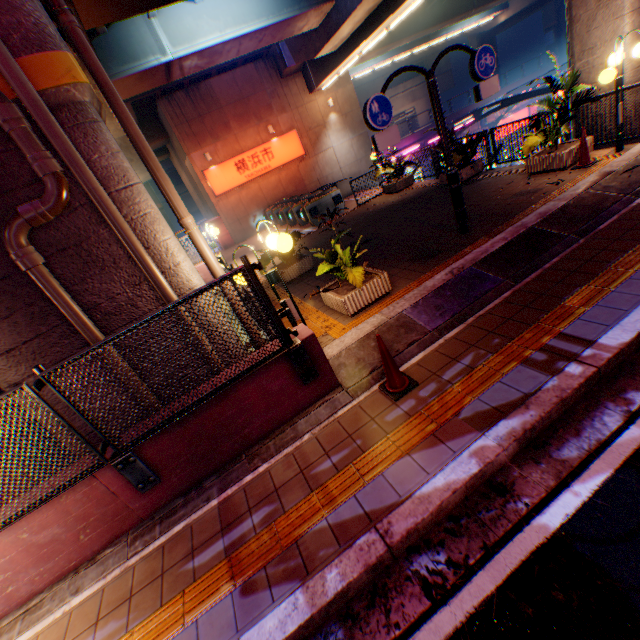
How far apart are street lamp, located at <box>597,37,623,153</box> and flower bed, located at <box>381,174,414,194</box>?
7.3 meters

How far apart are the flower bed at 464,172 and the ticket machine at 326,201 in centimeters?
665cm

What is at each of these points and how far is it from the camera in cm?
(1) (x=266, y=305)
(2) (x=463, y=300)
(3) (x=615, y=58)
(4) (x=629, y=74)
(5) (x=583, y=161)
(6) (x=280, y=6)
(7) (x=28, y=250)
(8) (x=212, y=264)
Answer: (1) metal fence, 368
(2) concrete curb, 515
(3) street lamp, 676
(4) overpass support, 770
(5) road cone, 749
(6) overpass support, 1252
(7) pipe, 381
(8) pipe, 537

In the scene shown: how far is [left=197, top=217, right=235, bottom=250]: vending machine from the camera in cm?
2085

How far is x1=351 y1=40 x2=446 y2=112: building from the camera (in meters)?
46.56

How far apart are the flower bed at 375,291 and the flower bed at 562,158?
5.8 meters

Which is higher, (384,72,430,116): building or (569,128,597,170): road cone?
(384,72,430,116): building

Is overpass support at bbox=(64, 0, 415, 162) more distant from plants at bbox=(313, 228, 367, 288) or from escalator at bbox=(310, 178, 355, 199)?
escalator at bbox=(310, 178, 355, 199)
